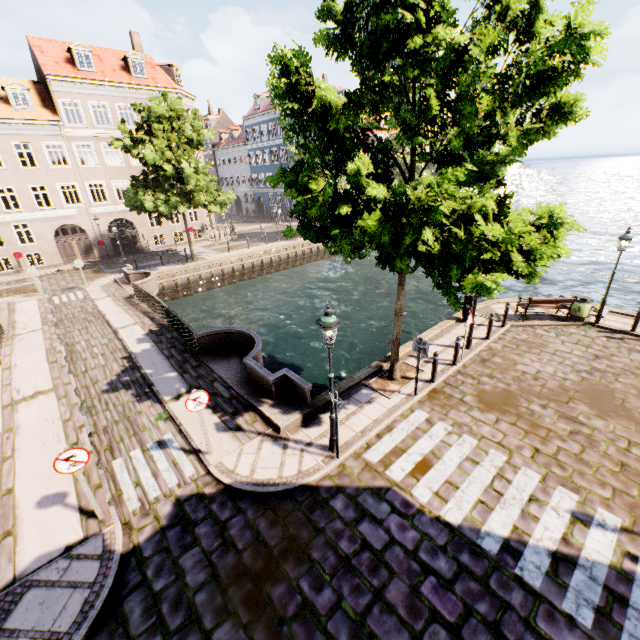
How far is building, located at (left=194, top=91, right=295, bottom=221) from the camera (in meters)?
43.19

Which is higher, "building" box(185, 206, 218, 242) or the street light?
the street light

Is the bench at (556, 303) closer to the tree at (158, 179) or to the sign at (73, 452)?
the tree at (158, 179)

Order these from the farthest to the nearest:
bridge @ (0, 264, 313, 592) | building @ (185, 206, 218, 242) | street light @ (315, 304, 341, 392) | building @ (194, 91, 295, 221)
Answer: building @ (194, 91, 295, 221)
building @ (185, 206, 218, 242)
bridge @ (0, 264, 313, 592)
street light @ (315, 304, 341, 392)

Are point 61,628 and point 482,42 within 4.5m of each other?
no

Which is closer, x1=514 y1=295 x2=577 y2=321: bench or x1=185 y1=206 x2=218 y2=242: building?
x1=514 y1=295 x2=577 y2=321: bench

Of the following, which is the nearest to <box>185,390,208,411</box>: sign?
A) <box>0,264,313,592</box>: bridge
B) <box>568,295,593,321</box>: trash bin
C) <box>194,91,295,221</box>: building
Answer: <box>0,264,313,592</box>: bridge

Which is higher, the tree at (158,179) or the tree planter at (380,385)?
the tree at (158,179)
